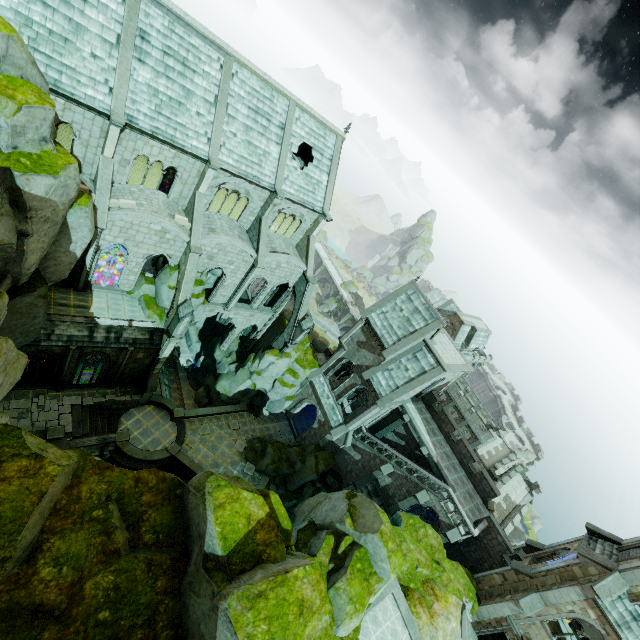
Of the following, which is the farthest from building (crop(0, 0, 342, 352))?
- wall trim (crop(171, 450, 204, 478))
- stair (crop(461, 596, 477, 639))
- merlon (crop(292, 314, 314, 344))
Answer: wall trim (crop(171, 450, 204, 478))

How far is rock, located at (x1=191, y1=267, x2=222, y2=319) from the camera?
26.9m

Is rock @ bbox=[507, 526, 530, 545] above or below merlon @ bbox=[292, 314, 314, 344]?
below

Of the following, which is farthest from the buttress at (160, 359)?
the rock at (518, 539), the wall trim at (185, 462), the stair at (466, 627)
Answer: the rock at (518, 539)

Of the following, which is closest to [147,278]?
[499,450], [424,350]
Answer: [424,350]

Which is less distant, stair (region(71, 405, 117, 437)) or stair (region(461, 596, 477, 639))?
stair (region(461, 596, 477, 639))

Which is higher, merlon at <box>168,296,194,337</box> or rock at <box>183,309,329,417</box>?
merlon at <box>168,296,194,337</box>

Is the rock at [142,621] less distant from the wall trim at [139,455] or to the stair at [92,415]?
the wall trim at [139,455]
